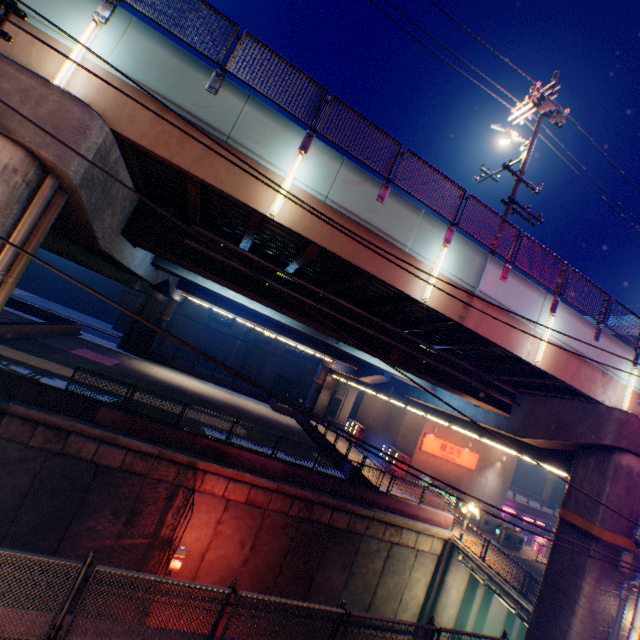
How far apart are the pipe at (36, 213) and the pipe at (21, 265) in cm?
29

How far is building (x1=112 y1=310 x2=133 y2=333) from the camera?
46.6m

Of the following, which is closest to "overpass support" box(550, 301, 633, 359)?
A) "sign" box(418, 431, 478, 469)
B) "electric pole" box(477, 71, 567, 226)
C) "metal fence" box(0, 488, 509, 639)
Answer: "metal fence" box(0, 488, 509, 639)

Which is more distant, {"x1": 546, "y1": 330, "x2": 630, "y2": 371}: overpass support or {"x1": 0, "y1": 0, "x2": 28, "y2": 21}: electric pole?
{"x1": 546, "y1": 330, "x2": 630, "y2": 371}: overpass support

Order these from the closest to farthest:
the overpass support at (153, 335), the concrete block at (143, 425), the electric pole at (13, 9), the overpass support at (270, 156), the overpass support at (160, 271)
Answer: the electric pole at (13, 9) < the overpass support at (160, 271) < the overpass support at (270, 156) < the concrete block at (143, 425) < the overpass support at (153, 335)

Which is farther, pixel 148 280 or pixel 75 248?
pixel 148 280

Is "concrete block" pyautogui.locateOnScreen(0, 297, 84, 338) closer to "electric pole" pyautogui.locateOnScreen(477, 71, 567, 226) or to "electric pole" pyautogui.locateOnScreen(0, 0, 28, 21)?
"electric pole" pyautogui.locateOnScreen(0, 0, 28, 21)

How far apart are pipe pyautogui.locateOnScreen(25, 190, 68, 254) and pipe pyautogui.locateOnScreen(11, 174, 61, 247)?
0.3m
